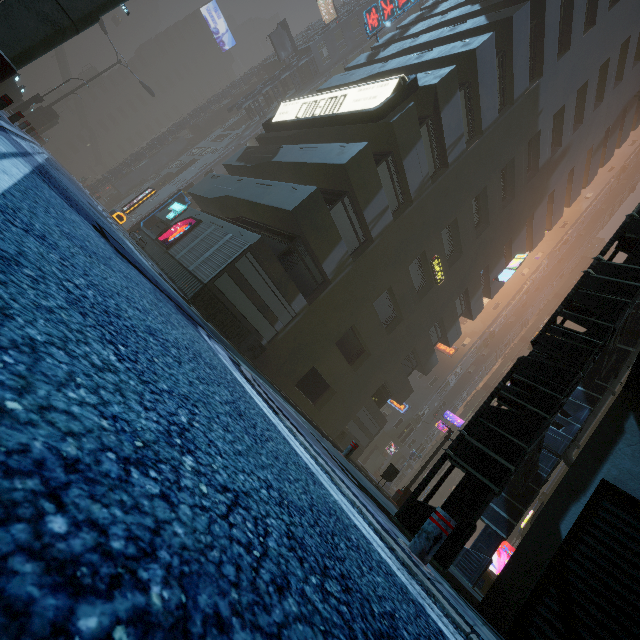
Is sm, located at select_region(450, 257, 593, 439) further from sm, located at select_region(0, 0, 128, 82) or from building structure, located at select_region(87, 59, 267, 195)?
building structure, located at select_region(87, 59, 267, 195)

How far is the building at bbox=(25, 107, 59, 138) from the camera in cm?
3678

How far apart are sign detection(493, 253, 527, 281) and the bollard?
24.3m

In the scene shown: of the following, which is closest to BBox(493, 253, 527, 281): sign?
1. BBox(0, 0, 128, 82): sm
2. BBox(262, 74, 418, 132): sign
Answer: BBox(262, 74, 418, 132): sign

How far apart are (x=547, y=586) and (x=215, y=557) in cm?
558

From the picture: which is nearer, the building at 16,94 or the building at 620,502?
the building at 620,502

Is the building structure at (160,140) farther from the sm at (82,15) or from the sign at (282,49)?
the sm at (82,15)

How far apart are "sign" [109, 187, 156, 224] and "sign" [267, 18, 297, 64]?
27.85m
